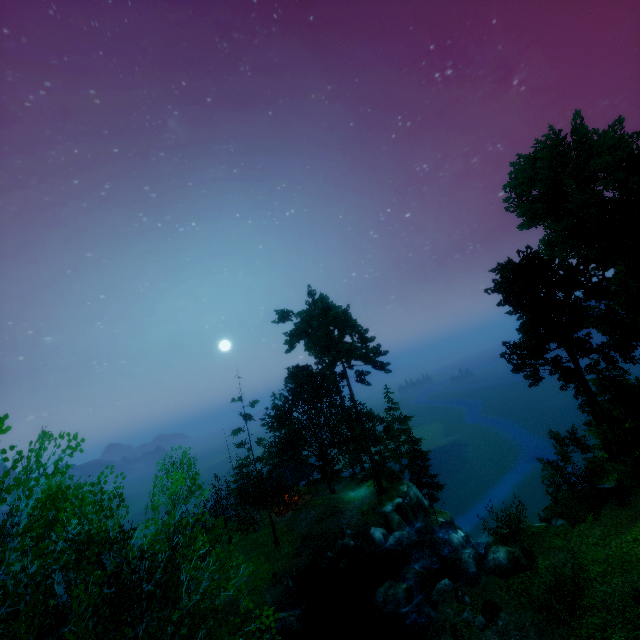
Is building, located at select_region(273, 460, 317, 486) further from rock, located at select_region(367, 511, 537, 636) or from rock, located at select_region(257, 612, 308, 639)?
rock, located at select_region(257, 612, 308, 639)

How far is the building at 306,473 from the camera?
36.8 meters

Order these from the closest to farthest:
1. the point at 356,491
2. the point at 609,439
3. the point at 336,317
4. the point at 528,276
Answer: the point at 528,276 → the point at 609,439 → the point at 336,317 → the point at 356,491

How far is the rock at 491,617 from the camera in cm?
1450

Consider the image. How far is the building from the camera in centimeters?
3684cm

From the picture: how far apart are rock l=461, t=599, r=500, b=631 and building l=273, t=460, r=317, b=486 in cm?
2301

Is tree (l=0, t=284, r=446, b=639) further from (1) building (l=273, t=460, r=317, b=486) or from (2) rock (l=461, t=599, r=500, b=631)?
(2) rock (l=461, t=599, r=500, b=631)

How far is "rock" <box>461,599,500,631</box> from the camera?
14.5m
